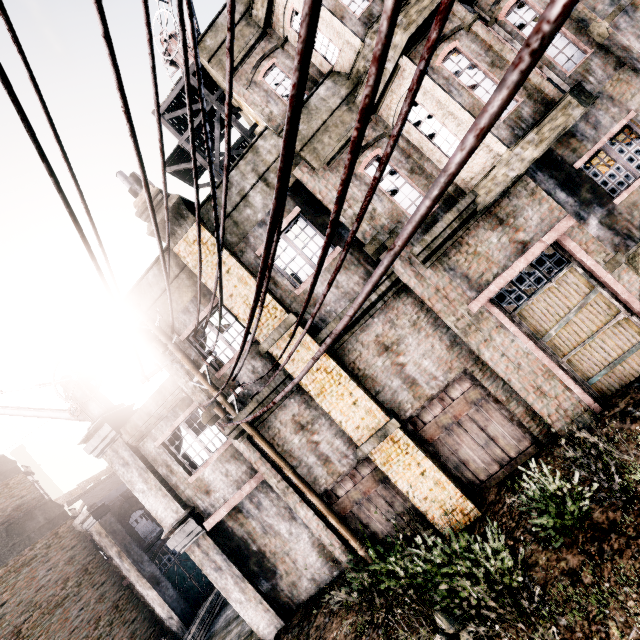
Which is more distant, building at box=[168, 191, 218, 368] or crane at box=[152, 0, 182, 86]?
crane at box=[152, 0, 182, 86]

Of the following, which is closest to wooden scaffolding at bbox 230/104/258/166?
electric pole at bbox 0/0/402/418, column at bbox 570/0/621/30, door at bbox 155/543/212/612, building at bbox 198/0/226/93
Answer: building at bbox 198/0/226/93

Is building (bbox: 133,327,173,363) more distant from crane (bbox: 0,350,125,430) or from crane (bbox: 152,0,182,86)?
crane (bbox: 152,0,182,86)

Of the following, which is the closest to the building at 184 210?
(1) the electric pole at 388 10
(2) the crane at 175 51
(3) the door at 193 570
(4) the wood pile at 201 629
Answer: (1) the electric pole at 388 10

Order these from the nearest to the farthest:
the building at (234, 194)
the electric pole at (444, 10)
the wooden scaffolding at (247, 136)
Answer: the electric pole at (444, 10) < the building at (234, 194) < the wooden scaffolding at (247, 136)

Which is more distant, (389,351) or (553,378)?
(389,351)

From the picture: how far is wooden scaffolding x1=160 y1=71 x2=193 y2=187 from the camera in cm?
1087

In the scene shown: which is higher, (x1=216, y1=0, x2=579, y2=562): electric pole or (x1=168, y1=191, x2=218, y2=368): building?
(x1=168, y1=191, x2=218, y2=368): building
